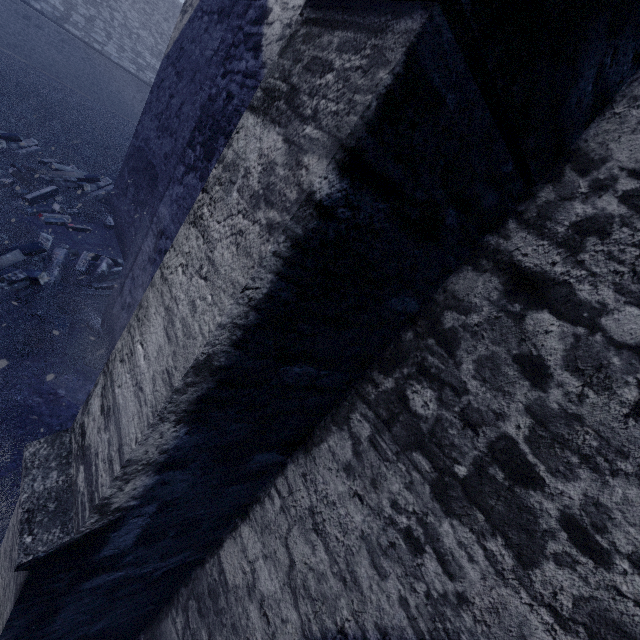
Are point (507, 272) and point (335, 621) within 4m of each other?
yes

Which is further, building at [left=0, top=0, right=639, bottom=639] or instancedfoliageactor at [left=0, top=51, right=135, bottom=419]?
instancedfoliageactor at [left=0, top=51, right=135, bottom=419]

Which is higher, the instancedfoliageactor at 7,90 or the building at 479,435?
the building at 479,435

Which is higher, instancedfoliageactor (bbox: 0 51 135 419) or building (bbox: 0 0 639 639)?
building (bbox: 0 0 639 639)

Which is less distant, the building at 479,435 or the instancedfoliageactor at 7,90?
the building at 479,435
